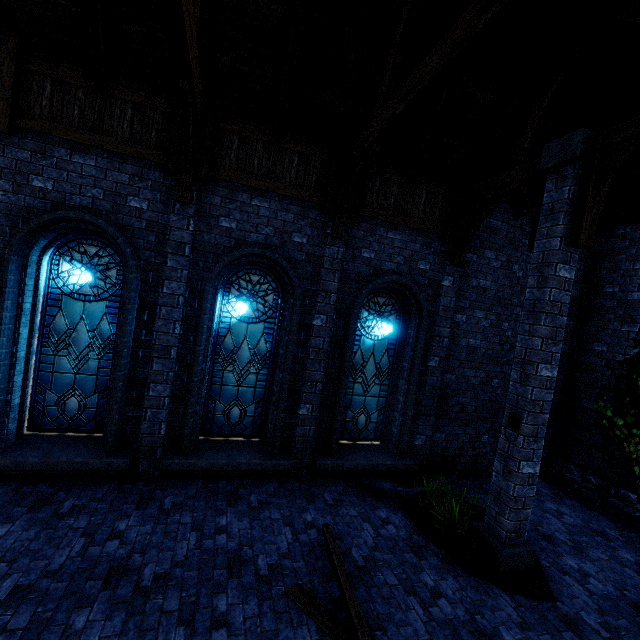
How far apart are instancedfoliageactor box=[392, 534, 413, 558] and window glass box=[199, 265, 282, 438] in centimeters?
289cm

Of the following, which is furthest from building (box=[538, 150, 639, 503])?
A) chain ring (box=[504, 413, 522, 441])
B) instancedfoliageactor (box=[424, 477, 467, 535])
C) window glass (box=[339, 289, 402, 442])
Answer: chain ring (box=[504, 413, 522, 441])

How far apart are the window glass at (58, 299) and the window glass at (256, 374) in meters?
1.5

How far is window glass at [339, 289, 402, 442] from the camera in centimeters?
762cm

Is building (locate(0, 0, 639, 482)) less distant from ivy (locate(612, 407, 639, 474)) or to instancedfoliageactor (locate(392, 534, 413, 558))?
ivy (locate(612, 407, 639, 474))

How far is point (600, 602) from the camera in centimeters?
492cm

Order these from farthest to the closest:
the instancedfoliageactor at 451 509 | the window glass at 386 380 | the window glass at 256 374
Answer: the window glass at 386 380, the window glass at 256 374, the instancedfoliageactor at 451 509

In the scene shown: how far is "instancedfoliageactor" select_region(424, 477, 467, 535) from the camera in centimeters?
566cm
